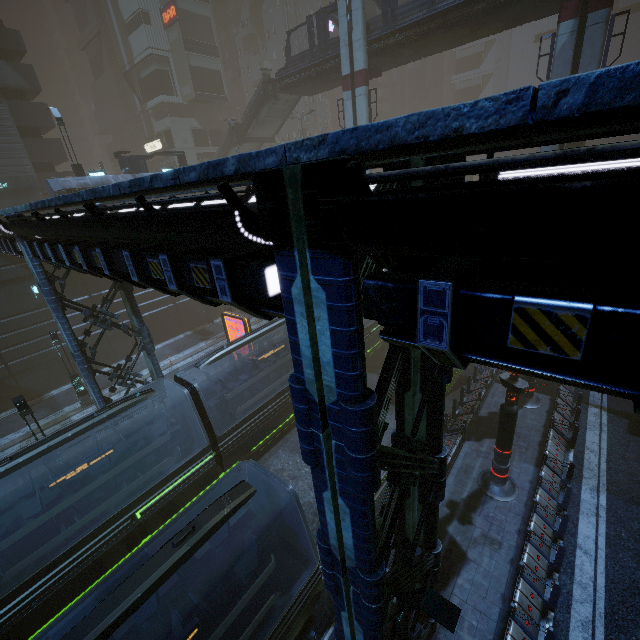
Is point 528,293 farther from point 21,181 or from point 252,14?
point 252,14

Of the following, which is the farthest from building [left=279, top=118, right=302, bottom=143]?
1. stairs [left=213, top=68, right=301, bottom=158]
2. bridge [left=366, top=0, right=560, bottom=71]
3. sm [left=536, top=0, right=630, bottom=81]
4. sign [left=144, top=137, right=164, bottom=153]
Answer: bridge [left=366, top=0, right=560, bottom=71]

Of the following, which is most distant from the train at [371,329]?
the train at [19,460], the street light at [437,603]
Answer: the street light at [437,603]

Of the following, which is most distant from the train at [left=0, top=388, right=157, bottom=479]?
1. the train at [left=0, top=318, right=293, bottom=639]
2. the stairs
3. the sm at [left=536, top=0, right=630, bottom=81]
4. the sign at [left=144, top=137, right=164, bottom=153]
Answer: the sign at [left=144, top=137, right=164, bottom=153]

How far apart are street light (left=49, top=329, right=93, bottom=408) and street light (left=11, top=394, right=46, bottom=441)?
7.17m

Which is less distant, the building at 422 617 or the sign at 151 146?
the building at 422 617

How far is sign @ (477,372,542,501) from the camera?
10.8 meters

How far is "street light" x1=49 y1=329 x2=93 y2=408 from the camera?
19.2 meters
